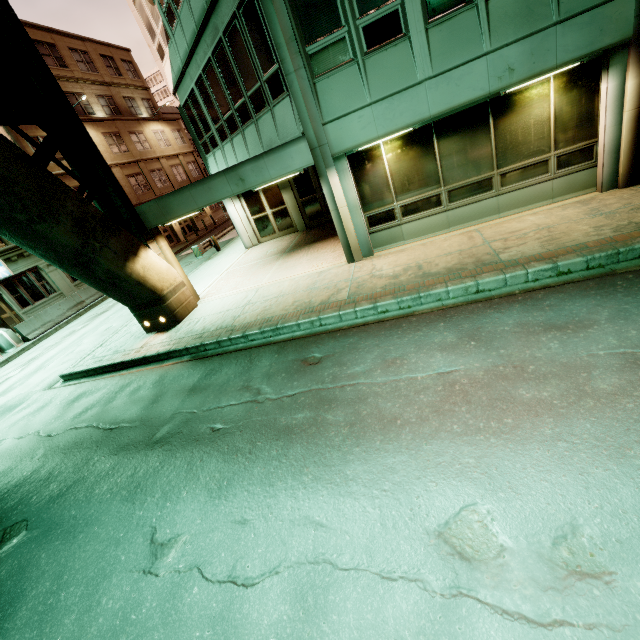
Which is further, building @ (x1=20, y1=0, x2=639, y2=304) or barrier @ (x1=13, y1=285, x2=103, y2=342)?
barrier @ (x1=13, y1=285, x2=103, y2=342)

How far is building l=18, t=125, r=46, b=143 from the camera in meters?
21.7

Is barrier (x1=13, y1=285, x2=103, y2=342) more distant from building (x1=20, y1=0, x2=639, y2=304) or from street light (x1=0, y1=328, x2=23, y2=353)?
building (x1=20, y1=0, x2=639, y2=304)

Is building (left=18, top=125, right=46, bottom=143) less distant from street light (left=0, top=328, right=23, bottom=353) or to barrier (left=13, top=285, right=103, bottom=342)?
barrier (left=13, top=285, right=103, bottom=342)

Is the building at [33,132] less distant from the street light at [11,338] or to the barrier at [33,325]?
the barrier at [33,325]

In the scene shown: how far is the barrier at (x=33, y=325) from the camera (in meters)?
17.17

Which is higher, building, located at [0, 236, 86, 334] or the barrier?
building, located at [0, 236, 86, 334]

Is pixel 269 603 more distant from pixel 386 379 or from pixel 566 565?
pixel 386 379
